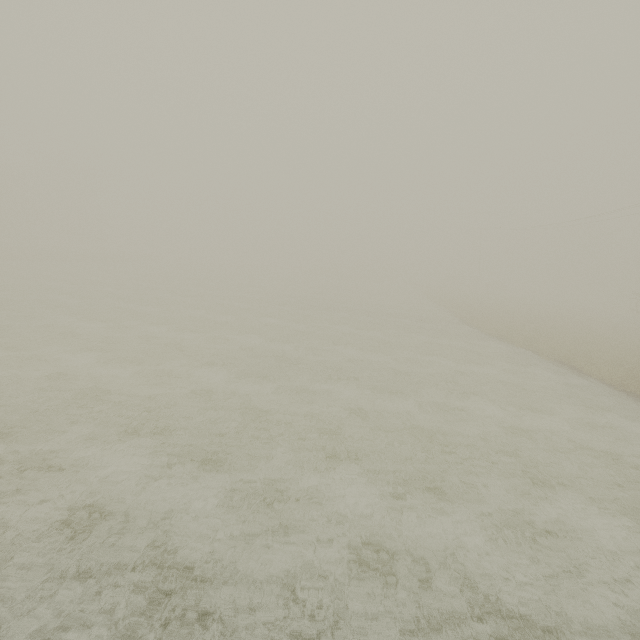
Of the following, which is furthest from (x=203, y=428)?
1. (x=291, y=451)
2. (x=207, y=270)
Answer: (x=207, y=270)
